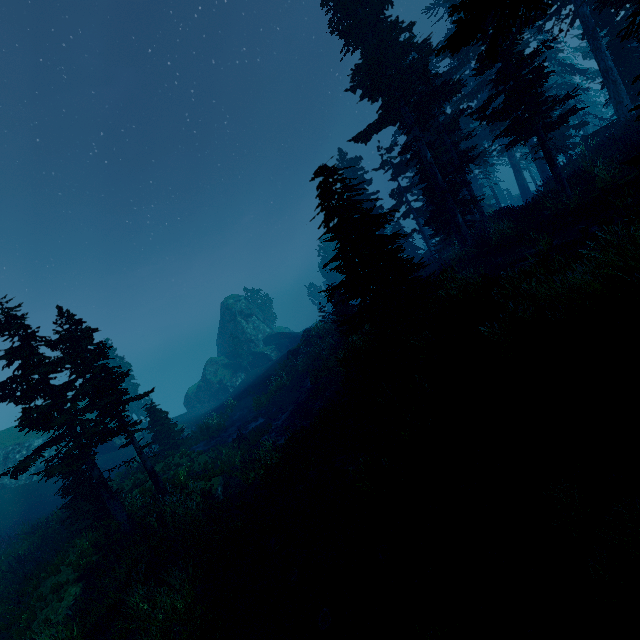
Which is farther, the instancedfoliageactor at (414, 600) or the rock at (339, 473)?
the rock at (339, 473)

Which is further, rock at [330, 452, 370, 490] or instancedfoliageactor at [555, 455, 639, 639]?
rock at [330, 452, 370, 490]

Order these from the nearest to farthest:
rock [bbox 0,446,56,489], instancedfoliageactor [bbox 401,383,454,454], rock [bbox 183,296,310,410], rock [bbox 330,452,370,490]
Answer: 1. instancedfoliageactor [bbox 401,383,454,454]
2. rock [bbox 330,452,370,490]
3. rock [bbox 0,446,56,489]
4. rock [bbox 183,296,310,410]

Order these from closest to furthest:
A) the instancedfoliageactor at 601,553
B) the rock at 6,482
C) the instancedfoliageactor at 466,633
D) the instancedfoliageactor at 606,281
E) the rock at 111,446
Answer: the instancedfoliageactor at 601,553
the instancedfoliageactor at 466,633
the instancedfoliageactor at 606,281
the rock at 6,482
the rock at 111,446

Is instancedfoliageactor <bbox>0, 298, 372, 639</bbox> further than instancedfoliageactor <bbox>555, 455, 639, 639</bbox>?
Yes

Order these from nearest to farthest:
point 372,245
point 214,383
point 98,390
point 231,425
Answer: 1. point 372,245
2. point 98,390
3. point 231,425
4. point 214,383

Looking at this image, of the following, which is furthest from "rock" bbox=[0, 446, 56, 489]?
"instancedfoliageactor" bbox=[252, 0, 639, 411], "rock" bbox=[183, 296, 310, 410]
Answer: "rock" bbox=[183, 296, 310, 410]

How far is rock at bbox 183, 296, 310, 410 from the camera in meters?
50.0 m
